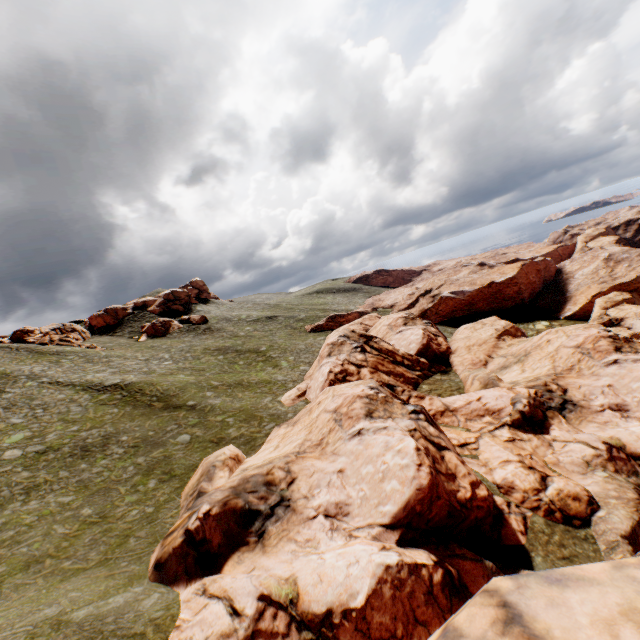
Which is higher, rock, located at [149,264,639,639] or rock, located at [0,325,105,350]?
rock, located at [0,325,105,350]

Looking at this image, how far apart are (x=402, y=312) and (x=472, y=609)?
55.1m

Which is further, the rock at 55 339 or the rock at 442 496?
the rock at 55 339

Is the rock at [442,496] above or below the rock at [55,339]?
below

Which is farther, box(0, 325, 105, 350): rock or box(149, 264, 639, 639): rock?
box(0, 325, 105, 350): rock
